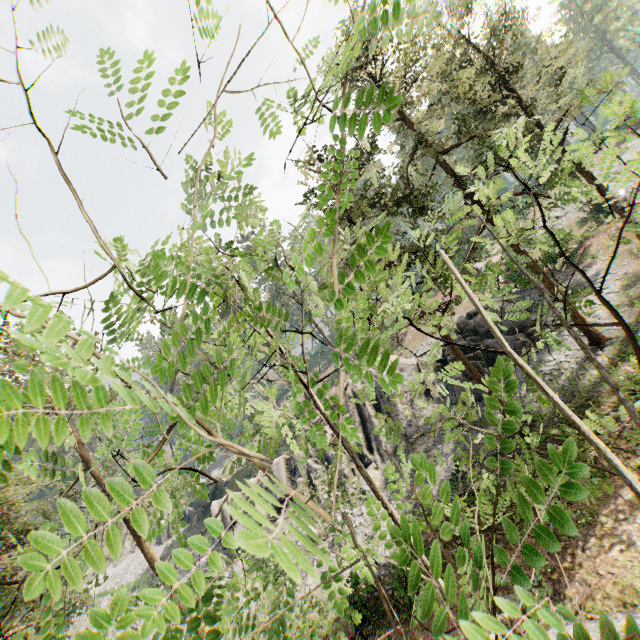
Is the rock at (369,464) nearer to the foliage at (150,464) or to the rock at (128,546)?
the foliage at (150,464)

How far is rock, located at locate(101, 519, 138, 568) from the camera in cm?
4506

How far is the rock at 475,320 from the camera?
25.8 meters

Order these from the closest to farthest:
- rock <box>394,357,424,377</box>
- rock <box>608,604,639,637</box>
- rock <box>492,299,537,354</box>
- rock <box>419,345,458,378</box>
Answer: rock <box>608,604,639,637</box>, rock <box>492,299,537,354</box>, rock <box>419,345,458,378</box>, rock <box>394,357,424,377</box>

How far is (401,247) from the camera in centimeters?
1773cm

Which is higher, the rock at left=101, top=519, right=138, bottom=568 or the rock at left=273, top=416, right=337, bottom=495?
the rock at left=101, top=519, right=138, bottom=568

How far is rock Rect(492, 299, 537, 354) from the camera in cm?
2442

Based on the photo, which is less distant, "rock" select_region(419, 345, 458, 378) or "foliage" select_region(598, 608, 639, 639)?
"foliage" select_region(598, 608, 639, 639)
